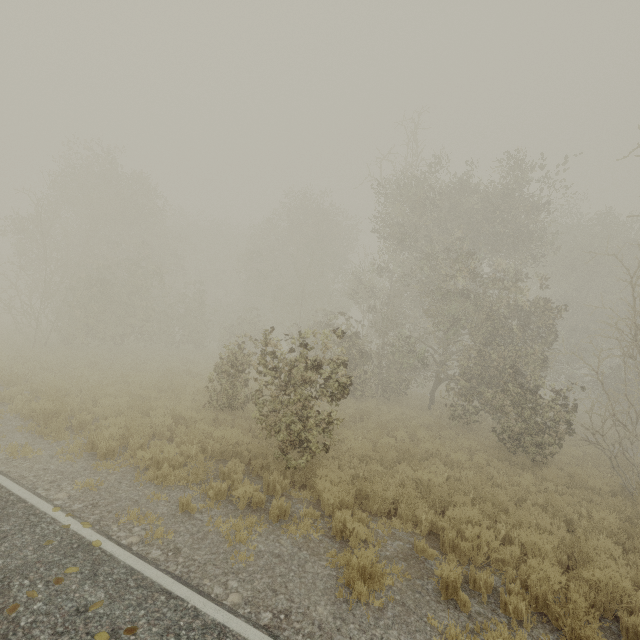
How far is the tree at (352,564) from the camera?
4.6m

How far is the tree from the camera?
4.6 meters

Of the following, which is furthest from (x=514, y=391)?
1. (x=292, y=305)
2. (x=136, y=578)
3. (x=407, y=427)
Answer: (x=292, y=305)
